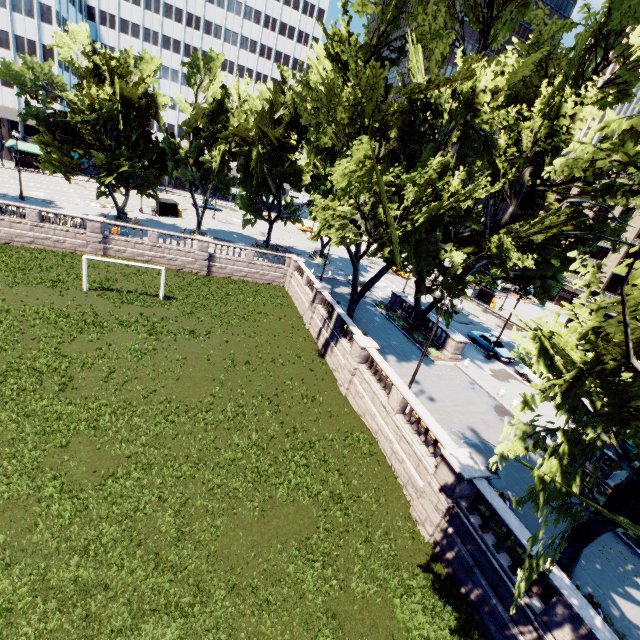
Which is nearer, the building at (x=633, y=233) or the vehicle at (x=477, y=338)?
the vehicle at (x=477, y=338)

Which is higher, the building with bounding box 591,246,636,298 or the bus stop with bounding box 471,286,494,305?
the building with bounding box 591,246,636,298

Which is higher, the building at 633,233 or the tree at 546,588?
the building at 633,233

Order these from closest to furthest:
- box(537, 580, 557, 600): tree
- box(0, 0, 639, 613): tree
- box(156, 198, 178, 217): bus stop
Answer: box(0, 0, 639, 613): tree → box(537, 580, 557, 600): tree → box(156, 198, 178, 217): bus stop

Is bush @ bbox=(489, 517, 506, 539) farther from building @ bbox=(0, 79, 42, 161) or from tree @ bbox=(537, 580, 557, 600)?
building @ bbox=(0, 79, 42, 161)

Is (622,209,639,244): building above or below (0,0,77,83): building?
below

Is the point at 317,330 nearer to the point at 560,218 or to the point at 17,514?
the point at 560,218

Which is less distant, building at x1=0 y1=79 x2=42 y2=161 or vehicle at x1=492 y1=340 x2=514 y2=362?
vehicle at x1=492 y1=340 x2=514 y2=362
